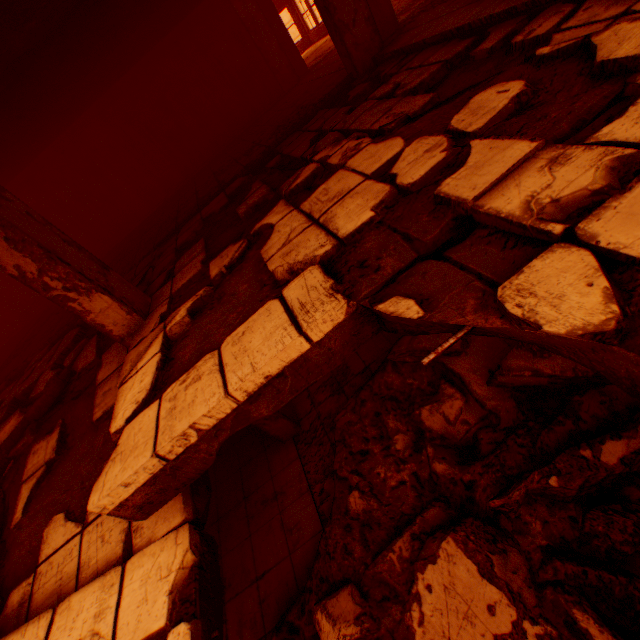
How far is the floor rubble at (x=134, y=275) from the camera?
5.1m

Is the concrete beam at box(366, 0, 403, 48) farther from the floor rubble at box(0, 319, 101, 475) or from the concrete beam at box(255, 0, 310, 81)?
the concrete beam at box(255, 0, 310, 81)

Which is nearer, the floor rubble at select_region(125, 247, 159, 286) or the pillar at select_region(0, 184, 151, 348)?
the pillar at select_region(0, 184, 151, 348)

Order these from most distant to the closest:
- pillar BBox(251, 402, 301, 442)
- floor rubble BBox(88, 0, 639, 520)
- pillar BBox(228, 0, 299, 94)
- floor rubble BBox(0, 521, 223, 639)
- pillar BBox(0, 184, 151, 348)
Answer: pillar BBox(228, 0, 299, 94) < pillar BBox(251, 402, 301, 442) < pillar BBox(0, 184, 151, 348) < floor rubble BBox(0, 521, 223, 639) < floor rubble BBox(88, 0, 639, 520)

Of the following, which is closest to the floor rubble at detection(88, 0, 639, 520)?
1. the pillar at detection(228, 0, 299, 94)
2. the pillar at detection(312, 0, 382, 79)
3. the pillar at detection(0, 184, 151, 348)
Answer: the pillar at detection(0, 184, 151, 348)

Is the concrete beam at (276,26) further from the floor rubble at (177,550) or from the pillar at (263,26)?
the floor rubble at (177,550)

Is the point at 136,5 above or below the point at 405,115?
above

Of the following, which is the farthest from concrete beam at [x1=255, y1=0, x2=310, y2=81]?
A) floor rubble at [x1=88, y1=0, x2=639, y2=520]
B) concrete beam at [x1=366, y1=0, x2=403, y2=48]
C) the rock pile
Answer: the rock pile
